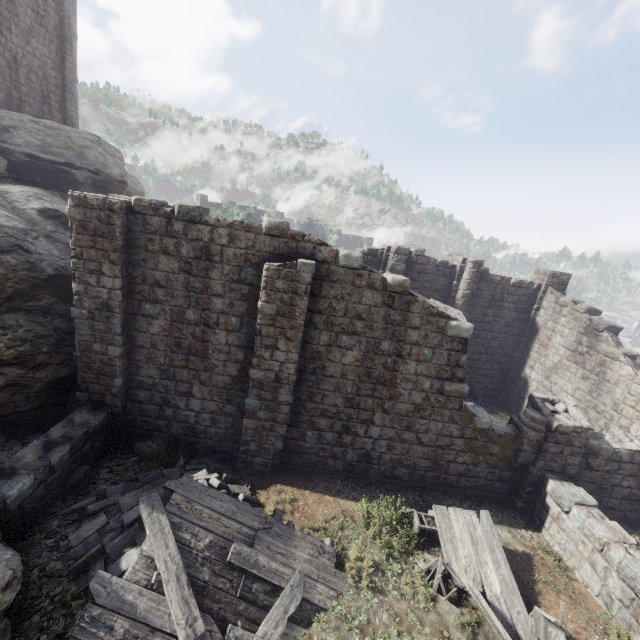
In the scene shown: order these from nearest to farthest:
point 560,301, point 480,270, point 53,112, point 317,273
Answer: point 317,273 < point 560,301 < point 480,270 < point 53,112

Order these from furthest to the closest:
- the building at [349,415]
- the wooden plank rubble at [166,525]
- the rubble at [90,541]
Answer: the building at [349,415] → the rubble at [90,541] → the wooden plank rubble at [166,525]

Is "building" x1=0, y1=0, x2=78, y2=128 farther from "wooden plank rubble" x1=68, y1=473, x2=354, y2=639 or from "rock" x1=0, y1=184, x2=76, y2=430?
"wooden plank rubble" x1=68, y1=473, x2=354, y2=639

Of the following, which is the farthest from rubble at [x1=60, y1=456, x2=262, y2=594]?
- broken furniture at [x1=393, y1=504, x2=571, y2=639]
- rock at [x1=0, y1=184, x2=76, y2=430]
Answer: rock at [x1=0, y1=184, x2=76, y2=430]

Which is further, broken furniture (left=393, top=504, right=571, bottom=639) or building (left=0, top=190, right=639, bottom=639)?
building (left=0, top=190, right=639, bottom=639)

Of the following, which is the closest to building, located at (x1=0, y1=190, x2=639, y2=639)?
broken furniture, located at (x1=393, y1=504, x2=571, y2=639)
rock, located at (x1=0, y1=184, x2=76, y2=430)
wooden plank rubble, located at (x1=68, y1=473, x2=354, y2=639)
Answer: rock, located at (x1=0, y1=184, x2=76, y2=430)

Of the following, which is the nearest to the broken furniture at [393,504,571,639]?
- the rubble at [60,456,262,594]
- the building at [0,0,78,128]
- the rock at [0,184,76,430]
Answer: the building at [0,0,78,128]

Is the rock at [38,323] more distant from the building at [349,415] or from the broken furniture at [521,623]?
the broken furniture at [521,623]
